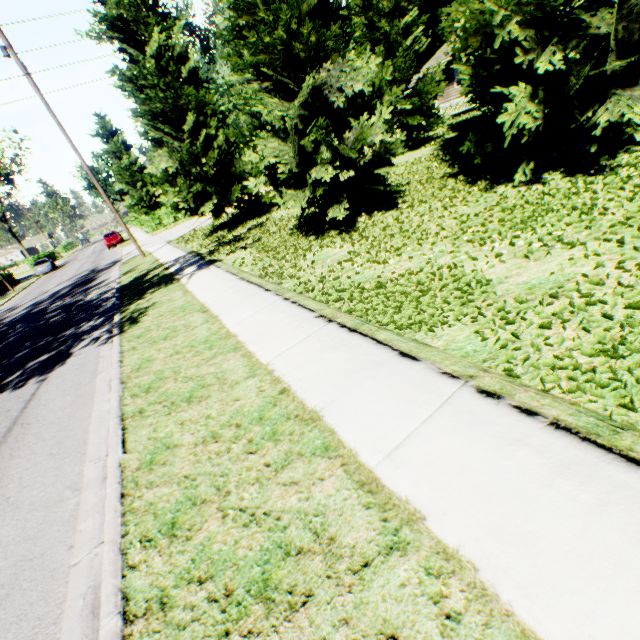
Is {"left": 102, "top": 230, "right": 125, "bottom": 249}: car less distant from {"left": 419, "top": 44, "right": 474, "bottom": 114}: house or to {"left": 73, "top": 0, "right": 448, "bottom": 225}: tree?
{"left": 73, "top": 0, "right": 448, "bottom": 225}: tree

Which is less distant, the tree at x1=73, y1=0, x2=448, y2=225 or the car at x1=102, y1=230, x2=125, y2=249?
the tree at x1=73, y1=0, x2=448, y2=225

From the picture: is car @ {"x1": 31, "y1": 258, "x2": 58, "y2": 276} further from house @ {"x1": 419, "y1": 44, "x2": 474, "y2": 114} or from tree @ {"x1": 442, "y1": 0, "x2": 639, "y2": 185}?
house @ {"x1": 419, "y1": 44, "x2": 474, "y2": 114}

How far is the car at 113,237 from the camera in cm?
3525

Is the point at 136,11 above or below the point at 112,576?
above

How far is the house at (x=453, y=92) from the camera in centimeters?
2996cm

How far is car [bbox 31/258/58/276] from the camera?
36.8 meters
